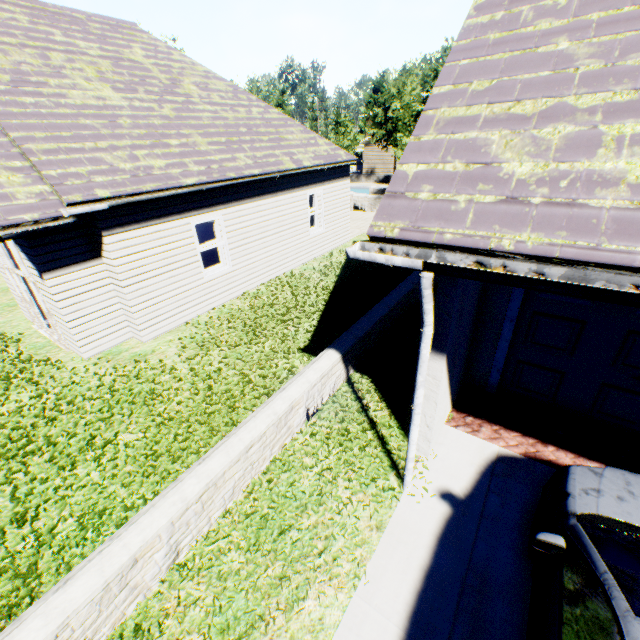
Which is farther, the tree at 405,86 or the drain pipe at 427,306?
the tree at 405,86

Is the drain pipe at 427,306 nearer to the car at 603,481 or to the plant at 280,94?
the car at 603,481

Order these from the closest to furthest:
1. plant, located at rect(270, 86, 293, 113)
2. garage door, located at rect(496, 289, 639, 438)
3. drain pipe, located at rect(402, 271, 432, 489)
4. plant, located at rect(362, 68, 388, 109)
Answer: drain pipe, located at rect(402, 271, 432, 489) → garage door, located at rect(496, 289, 639, 438) → plant, located at rect(270, 86, 293, 113) → plant, located at rect(362, 68, 388, 109)

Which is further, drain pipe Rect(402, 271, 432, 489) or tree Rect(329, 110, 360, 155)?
tree Rect(329, 110, 360, 155)

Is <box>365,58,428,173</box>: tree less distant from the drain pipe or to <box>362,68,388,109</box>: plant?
<box>362,68,388,109</box>: plant

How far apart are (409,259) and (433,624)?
3.56m

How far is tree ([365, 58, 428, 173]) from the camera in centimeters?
1607cm

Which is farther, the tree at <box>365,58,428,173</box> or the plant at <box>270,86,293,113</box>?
the plant at <box>270,86,293,113</box>
